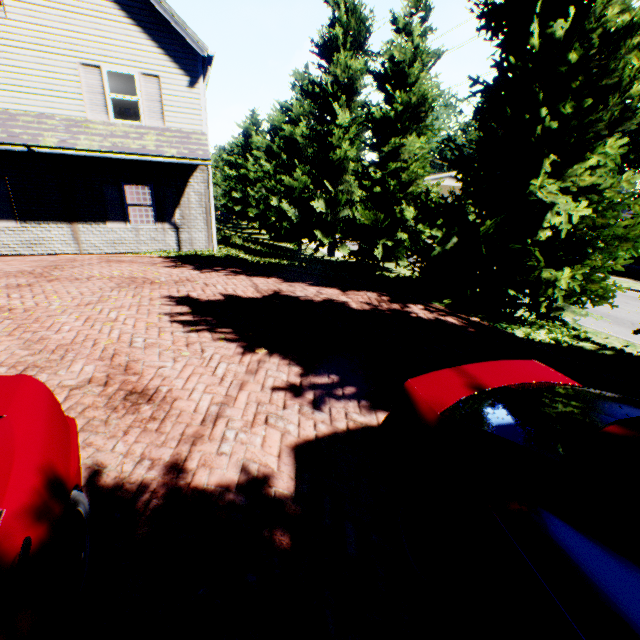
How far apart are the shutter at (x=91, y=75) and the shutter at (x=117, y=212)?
1.8 meters

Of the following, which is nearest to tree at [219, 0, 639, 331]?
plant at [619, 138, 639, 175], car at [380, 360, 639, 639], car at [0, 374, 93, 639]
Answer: car at [380, 360, 639, 639]

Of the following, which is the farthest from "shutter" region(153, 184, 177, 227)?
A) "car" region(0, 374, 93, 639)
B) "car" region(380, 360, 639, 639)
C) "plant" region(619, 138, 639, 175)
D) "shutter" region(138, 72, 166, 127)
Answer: "plant" region(619, 138, 639, 175)

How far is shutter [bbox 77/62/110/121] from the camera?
10.4 meters

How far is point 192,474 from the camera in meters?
2.9 m

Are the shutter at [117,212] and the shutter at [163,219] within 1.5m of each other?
yes

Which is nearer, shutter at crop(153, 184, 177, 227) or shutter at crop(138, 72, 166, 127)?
shutter at crop(138, 72, 166, 127)

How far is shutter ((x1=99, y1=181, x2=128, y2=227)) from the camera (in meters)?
11.64
